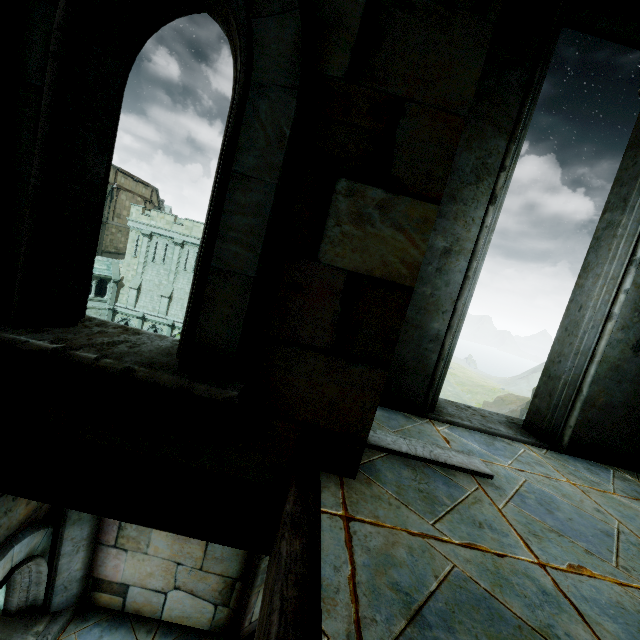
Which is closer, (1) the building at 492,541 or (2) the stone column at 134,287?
(1) the building at 492,541

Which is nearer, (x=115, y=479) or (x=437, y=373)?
(x=115, y=479)

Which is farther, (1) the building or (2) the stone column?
(2) the stone column

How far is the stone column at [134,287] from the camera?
33.6 meters

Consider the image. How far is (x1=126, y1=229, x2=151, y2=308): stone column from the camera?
33.59m

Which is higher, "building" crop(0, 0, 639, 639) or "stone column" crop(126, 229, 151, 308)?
"building" crop(0, 0, 639, 639)
